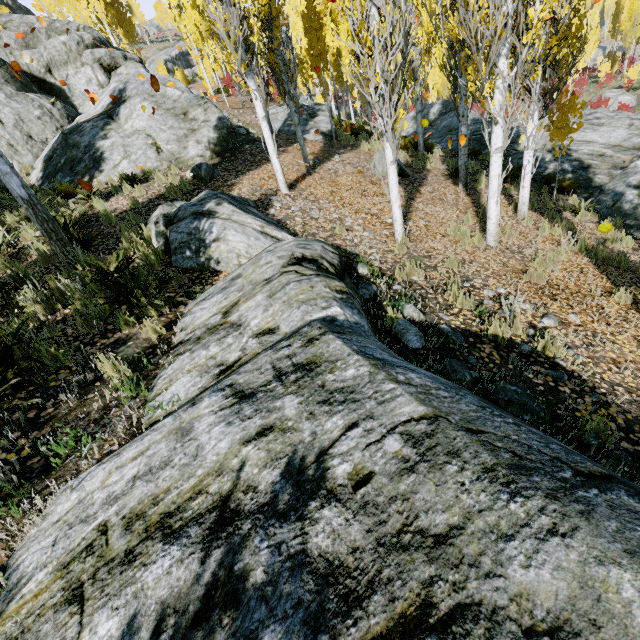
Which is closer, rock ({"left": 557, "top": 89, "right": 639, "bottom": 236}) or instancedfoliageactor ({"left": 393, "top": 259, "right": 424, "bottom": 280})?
instancedfoliageactor ({"left": 393, "top": 259, "right": 424, "bottom": 280})

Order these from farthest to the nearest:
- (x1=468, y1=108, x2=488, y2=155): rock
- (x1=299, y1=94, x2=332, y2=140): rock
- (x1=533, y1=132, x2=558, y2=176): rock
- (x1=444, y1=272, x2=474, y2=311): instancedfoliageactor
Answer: (x1=468, y1=108, x2=488, y2=155): rock → (x1=299, y1=94, x2=332, y2=140): rock → (x1=533, y1=132, x2=558, y2=176): rock → (x1=444, y1=272, x2=474, y2=311): instancedfoliageactor

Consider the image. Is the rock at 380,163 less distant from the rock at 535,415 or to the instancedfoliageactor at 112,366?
the instancedfoliageactor at 112,366

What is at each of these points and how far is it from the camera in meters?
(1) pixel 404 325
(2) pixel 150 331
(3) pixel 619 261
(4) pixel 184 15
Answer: (1) rock, 4.1 m
(2) instancedfoliageactor, 3.7 m
(3) instancedfoliageactor, 6.8 m
(4) instancedfoliageactor, 17.3 m

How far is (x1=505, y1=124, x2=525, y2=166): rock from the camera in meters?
14.0 m

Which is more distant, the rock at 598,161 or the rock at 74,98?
the rock at 74,98

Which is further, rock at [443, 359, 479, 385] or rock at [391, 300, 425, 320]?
rock at [391, 300, 425, 320]
